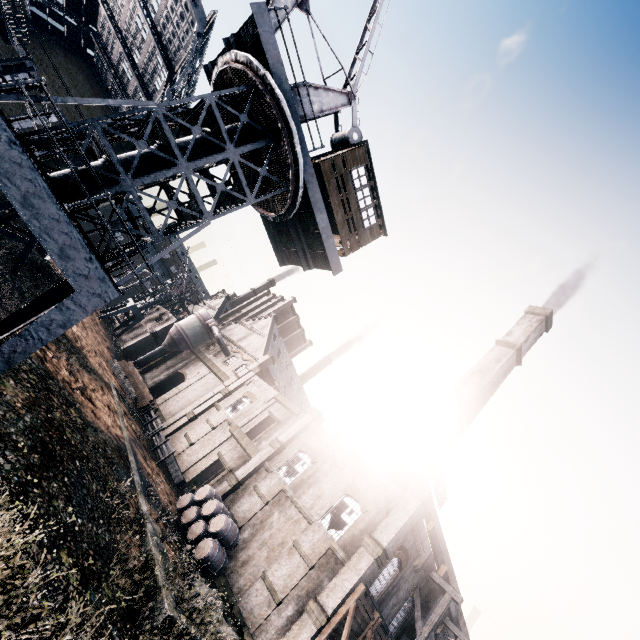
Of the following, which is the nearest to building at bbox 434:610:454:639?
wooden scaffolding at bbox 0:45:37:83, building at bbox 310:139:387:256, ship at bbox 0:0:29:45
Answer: ship at bbox 0:0:29:45

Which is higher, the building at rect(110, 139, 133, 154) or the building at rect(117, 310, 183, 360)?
the building at rect(110, 139, 133, 154)

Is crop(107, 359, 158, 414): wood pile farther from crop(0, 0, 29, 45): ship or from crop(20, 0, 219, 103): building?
crop(0, 0, 29, 45): ship

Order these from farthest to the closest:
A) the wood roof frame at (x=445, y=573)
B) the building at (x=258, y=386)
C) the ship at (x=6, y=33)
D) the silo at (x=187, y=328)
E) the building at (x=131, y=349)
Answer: the building at (x=131, y=349) < the silo at (x=187, y=328) < the wood roof frame at (x=445, y=573) < the ship at (x=6, y=33) < the building at (x=258, y=386)

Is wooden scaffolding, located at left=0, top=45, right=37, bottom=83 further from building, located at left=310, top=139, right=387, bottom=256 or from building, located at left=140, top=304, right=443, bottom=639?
building, located at left=310, top=139, right=387, bottom=256

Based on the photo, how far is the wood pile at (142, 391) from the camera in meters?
35.2

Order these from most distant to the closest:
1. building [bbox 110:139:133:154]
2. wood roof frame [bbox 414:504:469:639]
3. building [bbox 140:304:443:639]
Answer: building [bbox 110:139:133:154], wood roof frame [bbox 414:504:469:639], building [bbox 140:304:443:639]

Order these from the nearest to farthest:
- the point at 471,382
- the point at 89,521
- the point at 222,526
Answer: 1. the point at 89,521
2. the point at 222,526
3. the point at 471,382
